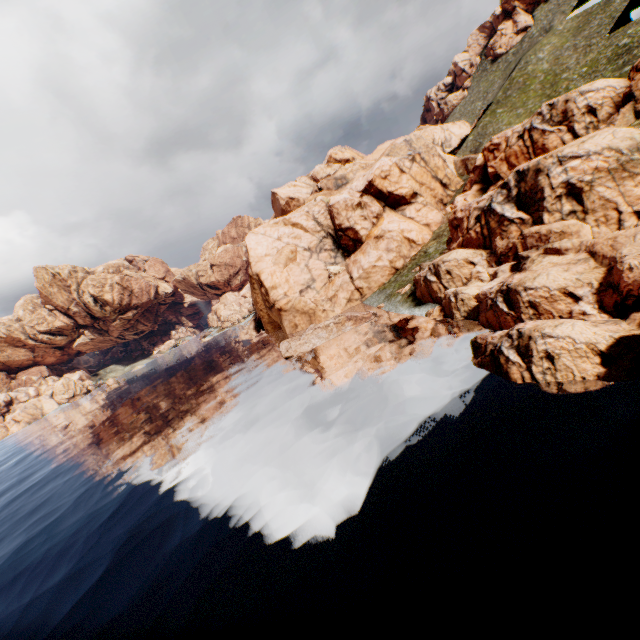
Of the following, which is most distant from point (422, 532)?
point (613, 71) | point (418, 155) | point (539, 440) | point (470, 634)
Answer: point (613, 71)
